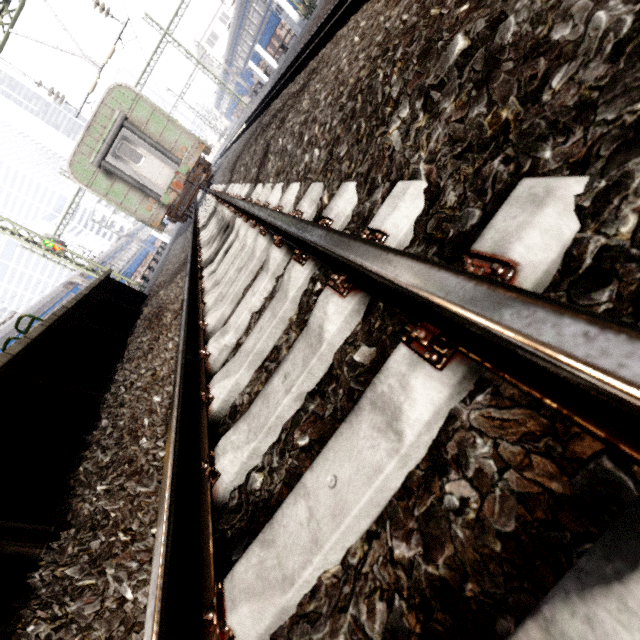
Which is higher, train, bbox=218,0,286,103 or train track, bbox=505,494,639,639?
train, bbox=218,0,286,103

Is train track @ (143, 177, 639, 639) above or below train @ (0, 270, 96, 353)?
below

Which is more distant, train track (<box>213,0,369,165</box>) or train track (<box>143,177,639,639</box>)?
train track (<box>213,0,369,165</box>)

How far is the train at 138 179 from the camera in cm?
1159

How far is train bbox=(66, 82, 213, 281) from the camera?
11.59m

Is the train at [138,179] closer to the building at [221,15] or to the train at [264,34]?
the train at [264,34]

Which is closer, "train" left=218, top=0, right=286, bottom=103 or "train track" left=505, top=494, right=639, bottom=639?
"train track" left=505, top=494, right=639, bottom=639

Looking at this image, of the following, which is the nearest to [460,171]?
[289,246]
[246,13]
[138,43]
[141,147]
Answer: [289,246]
